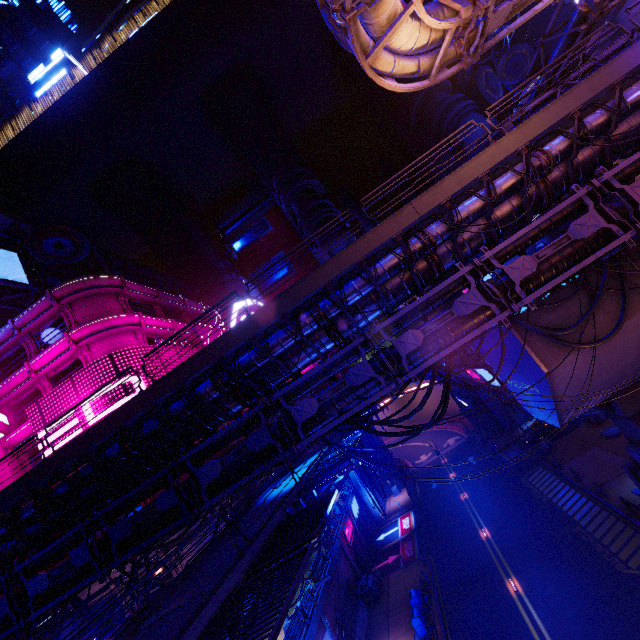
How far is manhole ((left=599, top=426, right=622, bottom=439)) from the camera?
26.53m

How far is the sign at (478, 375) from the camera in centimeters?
2204cm

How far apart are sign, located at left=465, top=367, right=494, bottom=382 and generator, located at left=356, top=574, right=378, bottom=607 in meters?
18.6 m

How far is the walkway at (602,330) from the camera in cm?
1408

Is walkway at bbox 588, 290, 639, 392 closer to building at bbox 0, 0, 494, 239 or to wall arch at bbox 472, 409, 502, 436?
wall arch at bbox 472, 409, 502, 436

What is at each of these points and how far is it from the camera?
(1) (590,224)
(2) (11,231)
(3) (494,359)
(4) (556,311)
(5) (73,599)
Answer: (1) pipe, 11.7 meters
(2) walkway, 32.8 meters
(3) walkway, 19.8 meters
(4) walkway, 14.6 meters
(5) cable, 14.9 meters

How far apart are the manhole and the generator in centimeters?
2253cm

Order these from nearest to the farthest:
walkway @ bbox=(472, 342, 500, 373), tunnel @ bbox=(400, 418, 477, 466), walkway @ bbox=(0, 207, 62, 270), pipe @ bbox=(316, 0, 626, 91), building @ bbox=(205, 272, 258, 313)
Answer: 1. pipe @ bbox=(316, 0, 626, 91)
2. walkway @ bbox=(472, 342, 500, 373)
3. walkway @ bbox=(0, 207, 62, 270)
4. tunnel @ bbox=(400, 418, 477, 466)
5. building @ bbox=(205, 272, 258, 313)
